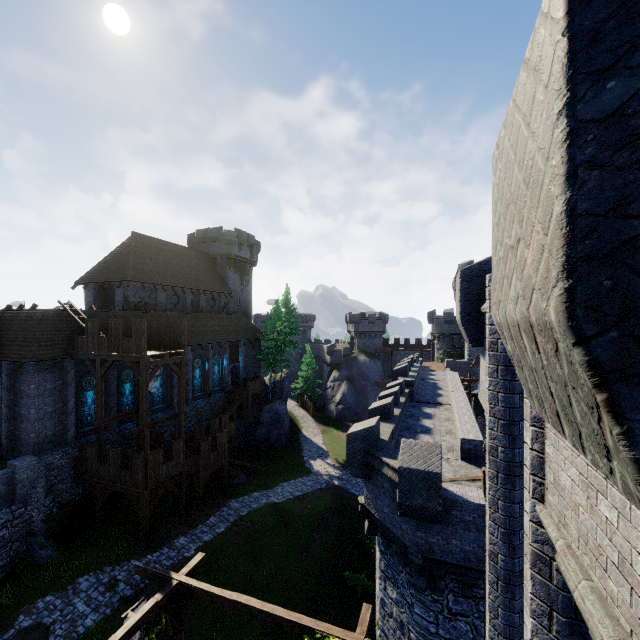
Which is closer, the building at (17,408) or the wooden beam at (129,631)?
the wooden beam at (129,631)

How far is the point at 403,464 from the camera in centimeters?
1062cm

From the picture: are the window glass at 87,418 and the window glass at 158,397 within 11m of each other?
yes

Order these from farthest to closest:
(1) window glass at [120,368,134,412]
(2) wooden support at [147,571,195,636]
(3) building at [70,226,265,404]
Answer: (3) building at [70,226,265,404] < (1) window glass at [120,368,134,412] < (2) wooden support at [147,571,195,636]

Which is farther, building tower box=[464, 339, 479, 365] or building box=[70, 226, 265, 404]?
building tower box=[464, 339, 479, 365]

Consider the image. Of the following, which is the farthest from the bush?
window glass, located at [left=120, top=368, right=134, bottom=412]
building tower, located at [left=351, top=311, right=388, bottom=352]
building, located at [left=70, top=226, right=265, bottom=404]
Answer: building tower, located at [left=351, top=311, right=388, bottom=352]

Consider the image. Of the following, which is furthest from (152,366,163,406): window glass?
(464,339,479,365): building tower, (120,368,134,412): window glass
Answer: (464,339,479,365): building tower

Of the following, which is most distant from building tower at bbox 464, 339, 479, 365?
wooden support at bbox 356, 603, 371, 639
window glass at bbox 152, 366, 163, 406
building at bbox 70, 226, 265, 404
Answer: wooden support at bbox 356, 603, 371, 639
